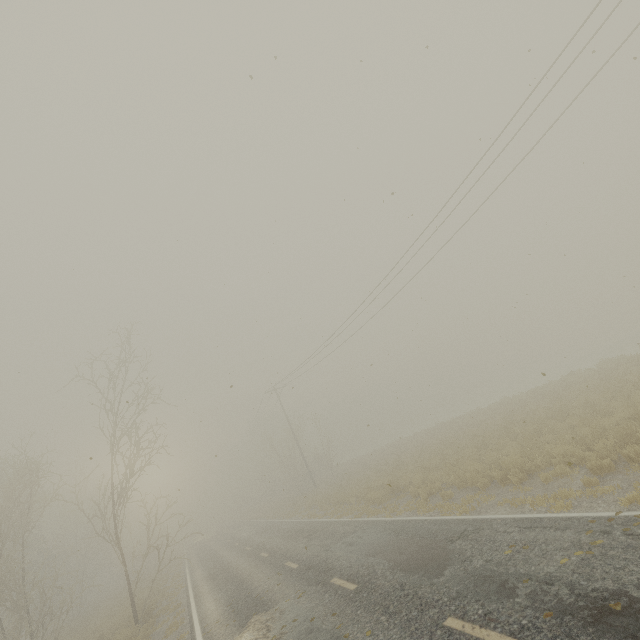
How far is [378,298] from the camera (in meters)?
23.41
